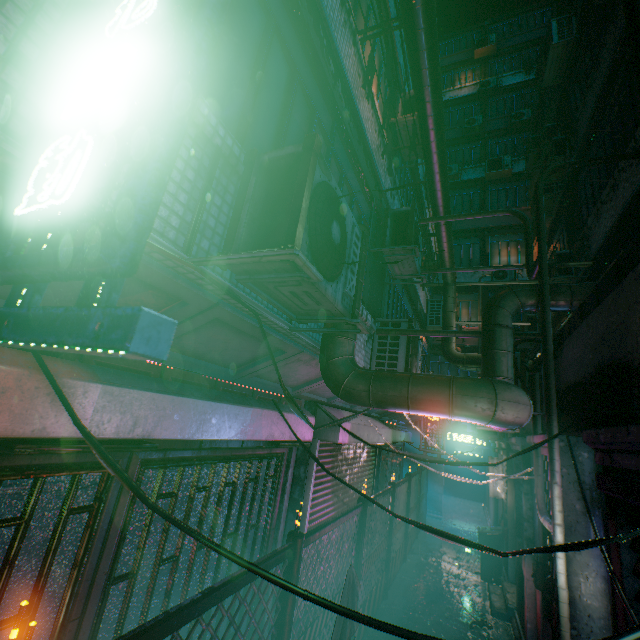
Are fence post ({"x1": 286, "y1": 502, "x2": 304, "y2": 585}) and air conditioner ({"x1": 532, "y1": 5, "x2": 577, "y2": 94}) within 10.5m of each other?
no

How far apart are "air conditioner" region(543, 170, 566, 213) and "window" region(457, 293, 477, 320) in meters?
5.1

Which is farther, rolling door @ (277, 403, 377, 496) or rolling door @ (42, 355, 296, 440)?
rolling door @ (277, 403, 377, 496)

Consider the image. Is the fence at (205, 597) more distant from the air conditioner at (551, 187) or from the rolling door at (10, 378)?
the air conditioner at (551, 187)

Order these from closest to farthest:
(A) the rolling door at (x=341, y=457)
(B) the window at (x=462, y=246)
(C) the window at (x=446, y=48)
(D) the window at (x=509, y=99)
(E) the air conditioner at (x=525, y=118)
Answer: (A) the rolling door at (x=341, y=457) → (B) the window at (x=462, y=246) → (E) the air conditioner at (x=525, y=118) → (D) the window at (x=509, y=99) → (C) the window at (x=446, y=48)

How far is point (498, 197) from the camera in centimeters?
1591cm

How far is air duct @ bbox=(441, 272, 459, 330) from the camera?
8.1m

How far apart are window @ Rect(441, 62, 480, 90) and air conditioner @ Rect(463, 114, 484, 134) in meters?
3.3 m
